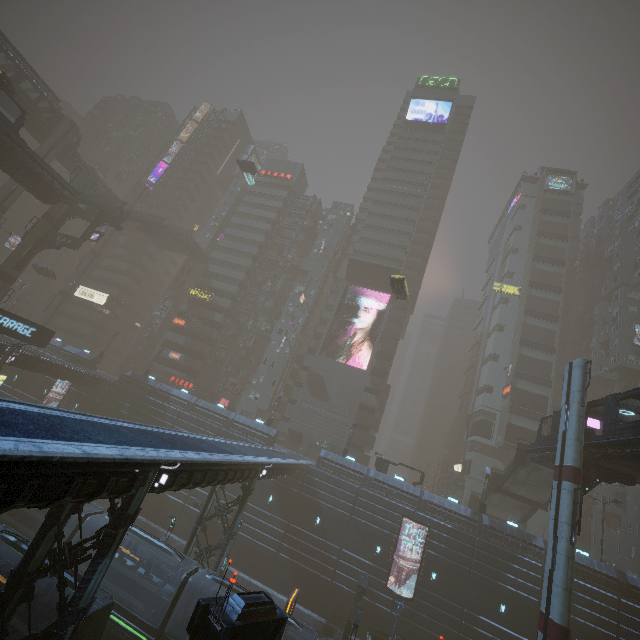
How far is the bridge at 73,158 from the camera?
52.66m

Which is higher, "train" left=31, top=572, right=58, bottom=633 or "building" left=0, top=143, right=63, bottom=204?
"building" left=0, top=143, right=63, bottom=204

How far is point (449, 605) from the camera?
29.8 meters

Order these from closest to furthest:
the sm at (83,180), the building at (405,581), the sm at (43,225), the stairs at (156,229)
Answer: the building at (405,581) → the sm at (43,225) → the stairs at (156,229) → the sm at (83,180)

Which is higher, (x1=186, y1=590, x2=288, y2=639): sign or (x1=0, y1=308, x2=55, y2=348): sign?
(x1=0, y1=308, x2=55, y2=348): sign

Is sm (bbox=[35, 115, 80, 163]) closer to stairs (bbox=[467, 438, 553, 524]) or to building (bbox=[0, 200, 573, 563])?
building (bbox=[0, 200, 573, 563])

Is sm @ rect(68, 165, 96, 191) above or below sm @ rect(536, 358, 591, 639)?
above

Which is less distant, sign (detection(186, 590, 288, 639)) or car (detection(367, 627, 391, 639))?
sign (detection(186, 590, 288, 639))
